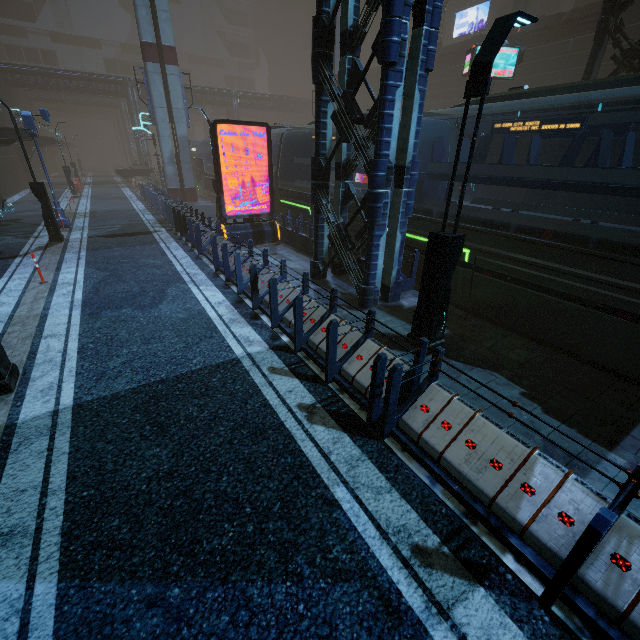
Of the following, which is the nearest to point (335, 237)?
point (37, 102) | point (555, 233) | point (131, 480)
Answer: point (555, 233)

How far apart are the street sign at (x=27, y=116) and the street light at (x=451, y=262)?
19.04m

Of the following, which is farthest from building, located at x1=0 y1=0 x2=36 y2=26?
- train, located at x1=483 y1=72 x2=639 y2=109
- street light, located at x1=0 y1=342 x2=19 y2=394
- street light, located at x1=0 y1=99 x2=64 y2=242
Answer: street light, located at x1=0 y1=342 x2=19 y2=394

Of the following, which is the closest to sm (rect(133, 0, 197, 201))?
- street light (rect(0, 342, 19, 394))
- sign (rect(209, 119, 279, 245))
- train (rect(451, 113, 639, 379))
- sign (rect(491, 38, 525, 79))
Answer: train (rect(451, 113, 639, 379))

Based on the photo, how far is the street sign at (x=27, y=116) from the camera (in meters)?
14.90

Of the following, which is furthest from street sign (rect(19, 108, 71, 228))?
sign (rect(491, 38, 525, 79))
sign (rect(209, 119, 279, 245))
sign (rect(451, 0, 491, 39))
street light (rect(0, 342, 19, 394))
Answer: sign (rect(451, 0, 491, 39))

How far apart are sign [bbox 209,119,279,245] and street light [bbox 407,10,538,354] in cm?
956

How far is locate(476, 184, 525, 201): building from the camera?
29.62m
